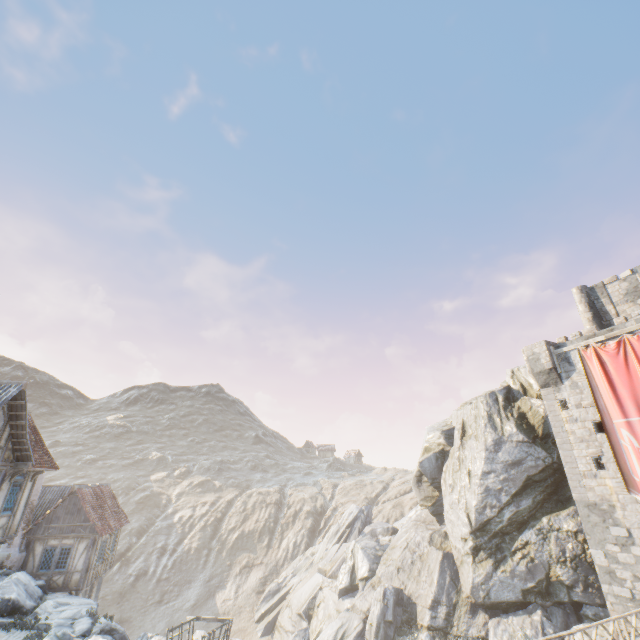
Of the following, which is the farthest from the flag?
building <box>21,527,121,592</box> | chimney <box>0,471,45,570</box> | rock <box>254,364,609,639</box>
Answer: building <box>21,527,121,592</box>

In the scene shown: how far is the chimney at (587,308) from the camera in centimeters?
2332cm

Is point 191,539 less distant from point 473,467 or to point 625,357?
point 473,467

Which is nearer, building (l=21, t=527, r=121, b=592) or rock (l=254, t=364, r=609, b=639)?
rock (l=254, t=364, r=609, b=639)

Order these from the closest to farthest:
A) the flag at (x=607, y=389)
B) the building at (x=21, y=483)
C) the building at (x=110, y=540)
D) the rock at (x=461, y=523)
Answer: the building at (x=21, y=483), the flag at (x=607, y=389), the rock at (x=461, y=523), the building at (x=110, y=540)

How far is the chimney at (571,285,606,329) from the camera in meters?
23.3 m

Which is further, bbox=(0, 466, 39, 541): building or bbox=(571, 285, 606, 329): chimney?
bbox=(571, 285, 606, 329): chimney

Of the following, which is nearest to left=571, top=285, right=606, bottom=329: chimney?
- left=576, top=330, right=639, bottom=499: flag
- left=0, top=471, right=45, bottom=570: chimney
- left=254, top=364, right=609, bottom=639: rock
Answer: left=254, top=364, right=609, bottom=639: rock
